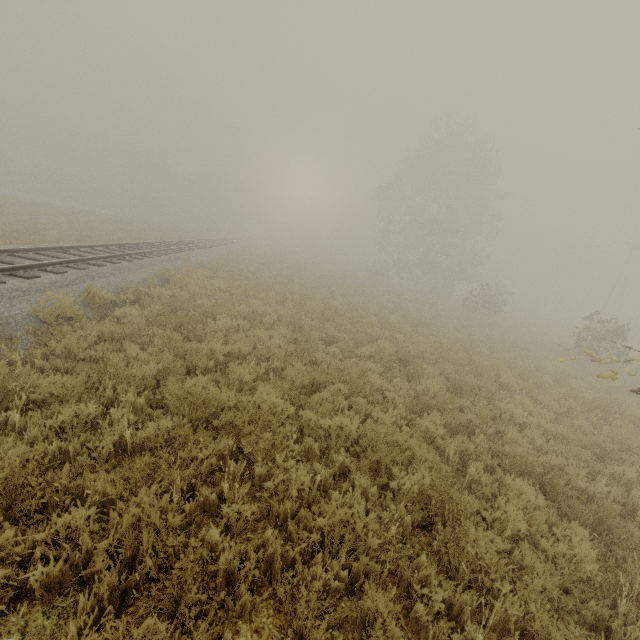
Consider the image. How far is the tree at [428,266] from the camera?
33.56m

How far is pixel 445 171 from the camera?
35.88m

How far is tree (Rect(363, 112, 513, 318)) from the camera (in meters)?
33.56
